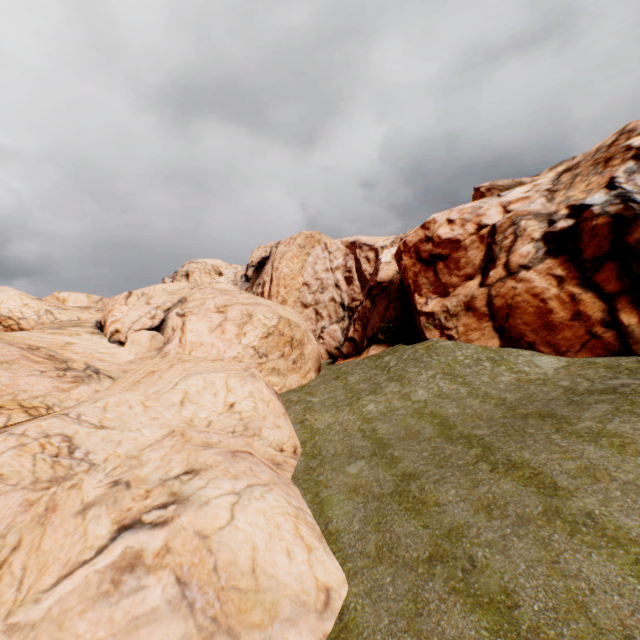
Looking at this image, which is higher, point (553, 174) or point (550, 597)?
point (553, 174)
